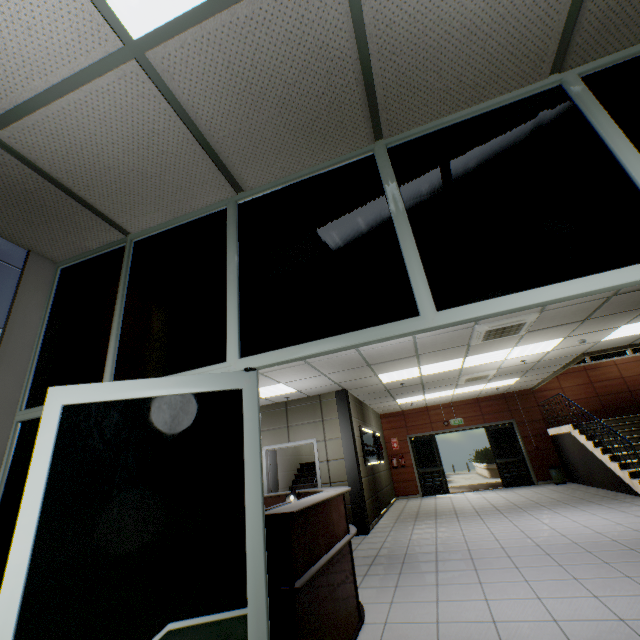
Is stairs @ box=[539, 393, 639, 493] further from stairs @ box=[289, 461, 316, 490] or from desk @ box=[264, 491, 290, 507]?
desk @ box=[264, 491, 290, 507]

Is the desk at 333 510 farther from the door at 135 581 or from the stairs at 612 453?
the stairs at 612 453

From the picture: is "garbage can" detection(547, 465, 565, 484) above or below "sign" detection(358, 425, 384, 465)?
below

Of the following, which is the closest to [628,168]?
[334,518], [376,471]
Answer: [334,518]

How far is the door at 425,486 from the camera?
11.9 meters

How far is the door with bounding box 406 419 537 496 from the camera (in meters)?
11.89

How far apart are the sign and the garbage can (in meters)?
5.60

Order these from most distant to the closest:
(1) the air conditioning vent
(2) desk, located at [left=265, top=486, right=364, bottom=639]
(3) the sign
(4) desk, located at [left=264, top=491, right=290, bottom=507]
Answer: (3) the sign < (1) the air conditioning vent < (4) desk, located at [left=264, top=491, right=290, bottom=507] < (2) desk, located at [left=265, top=486, right=364, bottom=639]
